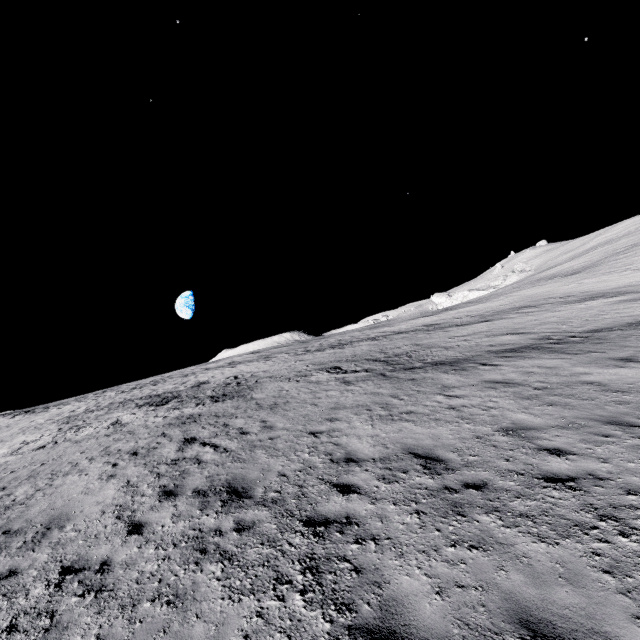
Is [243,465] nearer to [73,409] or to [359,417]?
[359,417]
